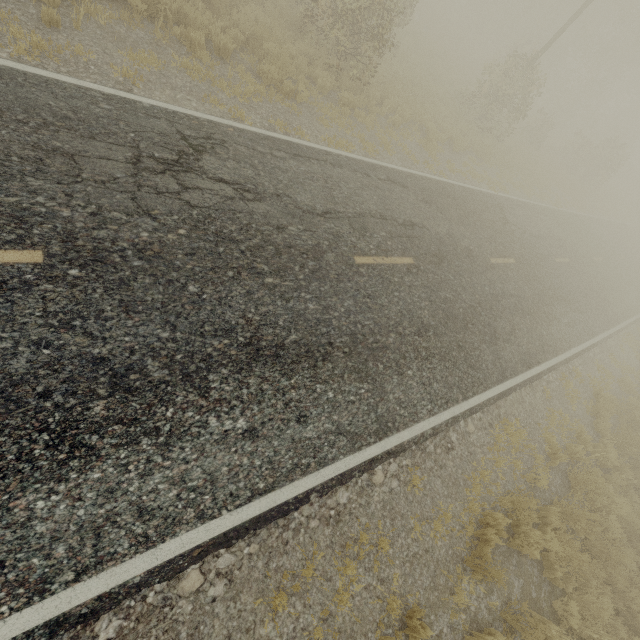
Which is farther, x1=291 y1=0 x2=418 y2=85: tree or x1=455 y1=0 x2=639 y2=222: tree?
x1=455 y1=0 x2=639 y2=222: tree

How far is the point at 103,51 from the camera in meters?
6.3 m

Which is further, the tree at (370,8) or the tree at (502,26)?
the tree at (502,26)
